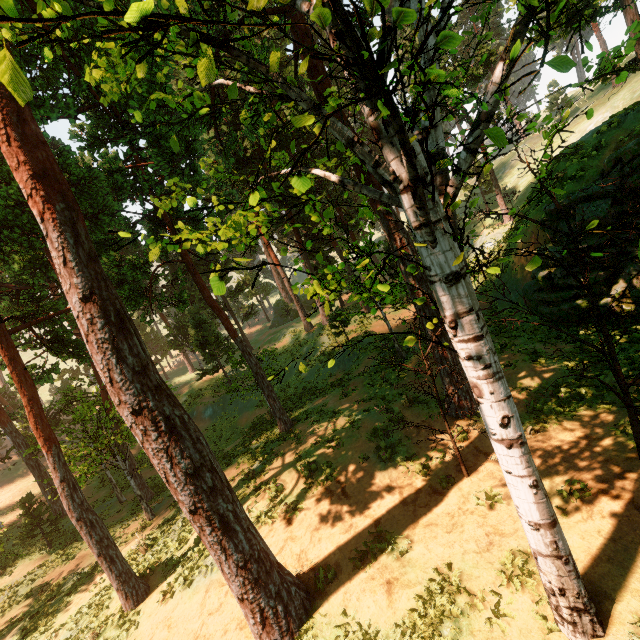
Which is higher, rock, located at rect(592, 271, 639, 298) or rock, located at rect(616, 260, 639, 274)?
rock, located at rect(616, 260, 639, 274)

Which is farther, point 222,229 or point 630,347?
point 630,347

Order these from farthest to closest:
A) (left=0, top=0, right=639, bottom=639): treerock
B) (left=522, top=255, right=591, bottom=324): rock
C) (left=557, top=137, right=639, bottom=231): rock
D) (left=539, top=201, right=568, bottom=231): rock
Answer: (left=539, top=201, right=568, bottom=231): rock
(left=522, top=255, right=591, bottom=324): rock
(left=557, top=137, right=639, bottom=231): rock
(left=0, top=0, right=639, bottom=639): treerock

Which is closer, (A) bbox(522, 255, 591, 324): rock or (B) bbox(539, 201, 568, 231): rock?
(A) bbox(522, 255, 591, 324): rock

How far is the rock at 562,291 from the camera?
14.7m

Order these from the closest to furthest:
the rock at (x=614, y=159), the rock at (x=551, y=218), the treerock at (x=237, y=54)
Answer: the treerock at (x=237, y=54), the rock at (x=614, y=159), the rock at (x=551, y=218)

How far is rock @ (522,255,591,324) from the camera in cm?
1470
